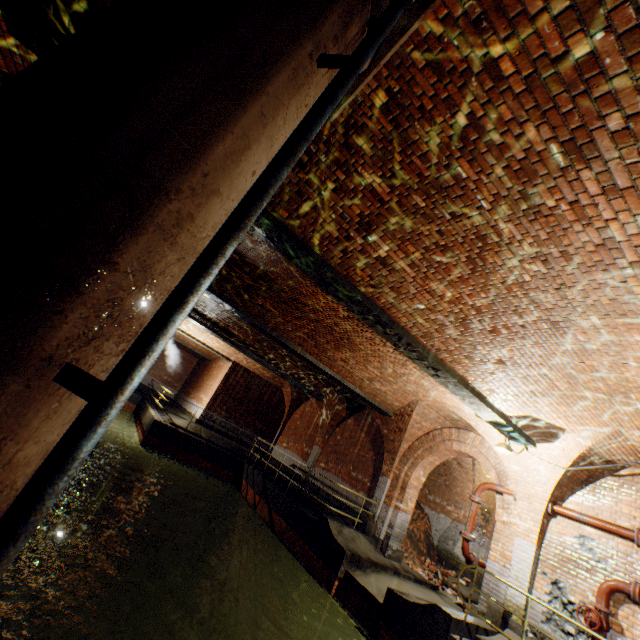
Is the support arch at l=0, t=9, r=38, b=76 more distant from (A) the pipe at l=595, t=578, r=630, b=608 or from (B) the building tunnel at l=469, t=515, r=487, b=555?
(B) the building tunnel at l=469, t=515, r=487, b=555

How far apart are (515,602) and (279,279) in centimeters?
929cm

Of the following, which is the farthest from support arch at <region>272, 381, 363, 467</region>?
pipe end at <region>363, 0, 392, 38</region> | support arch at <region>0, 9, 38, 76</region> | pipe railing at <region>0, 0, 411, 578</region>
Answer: pipe railing at <region>0, 0, 411, 578</region>

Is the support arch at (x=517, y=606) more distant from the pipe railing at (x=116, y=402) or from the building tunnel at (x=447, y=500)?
the pipe railing at (x=116, y=402)

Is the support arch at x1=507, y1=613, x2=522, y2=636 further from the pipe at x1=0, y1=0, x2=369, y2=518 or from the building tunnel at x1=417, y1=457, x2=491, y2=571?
the pipe at x1=0, y1=0, x2=369, y2=518

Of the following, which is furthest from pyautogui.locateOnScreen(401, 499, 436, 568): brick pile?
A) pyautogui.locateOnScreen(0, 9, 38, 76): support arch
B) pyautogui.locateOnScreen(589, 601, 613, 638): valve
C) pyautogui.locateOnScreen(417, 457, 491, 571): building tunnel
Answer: pyautogui.locateOnScreen(0, 9, 38, 76): support arch

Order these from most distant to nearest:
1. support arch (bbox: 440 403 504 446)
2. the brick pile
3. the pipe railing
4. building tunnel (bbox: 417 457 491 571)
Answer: building tunnel (bbox: 417 457 491 571)
the brick pile
support arch (bbox: 440 403 504 446)
the pipe railing

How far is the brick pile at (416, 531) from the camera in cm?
1291
